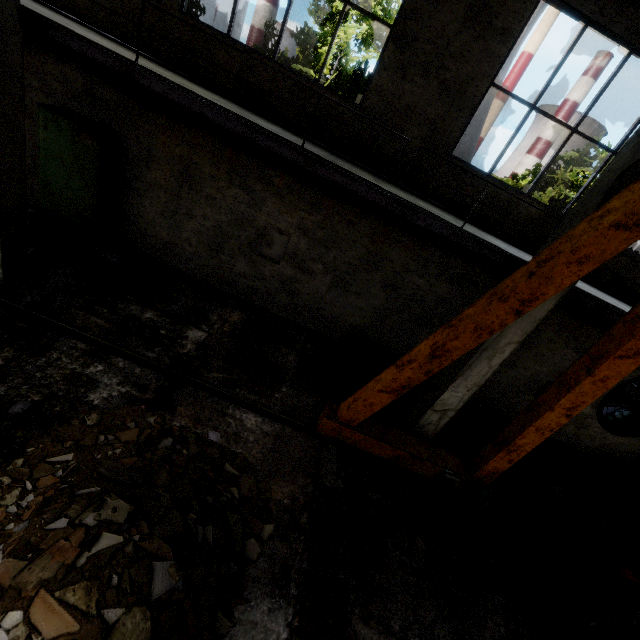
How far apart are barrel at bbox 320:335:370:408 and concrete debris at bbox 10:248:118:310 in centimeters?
479cm

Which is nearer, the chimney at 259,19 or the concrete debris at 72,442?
the concrete debris at 72,442

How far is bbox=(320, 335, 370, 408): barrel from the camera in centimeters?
599cm

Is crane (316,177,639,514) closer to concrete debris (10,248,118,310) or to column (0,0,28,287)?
concrete debris (10,248,118,310)

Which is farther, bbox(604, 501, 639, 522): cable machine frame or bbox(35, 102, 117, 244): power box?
bbox(35, 102, 117, 244): power box

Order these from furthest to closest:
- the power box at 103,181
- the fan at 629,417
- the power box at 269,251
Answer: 1. the fan at 629,417
2. the power box at 269,251
3. the power box at 103,181

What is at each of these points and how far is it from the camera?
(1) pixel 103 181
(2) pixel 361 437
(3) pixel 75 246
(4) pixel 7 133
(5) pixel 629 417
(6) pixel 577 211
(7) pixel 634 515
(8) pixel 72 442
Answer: (1) power box, 7.10m
(2) crane, 5.46m
(3) cabinet, 6.29m
(4) column, 4.50m
(5) fan, 9.35m
(6) column, 4.25m
(7) cable machine frame, 4.53m
(8) concrete debris, 4.00m

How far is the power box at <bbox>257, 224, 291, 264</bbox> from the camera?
7.51m
